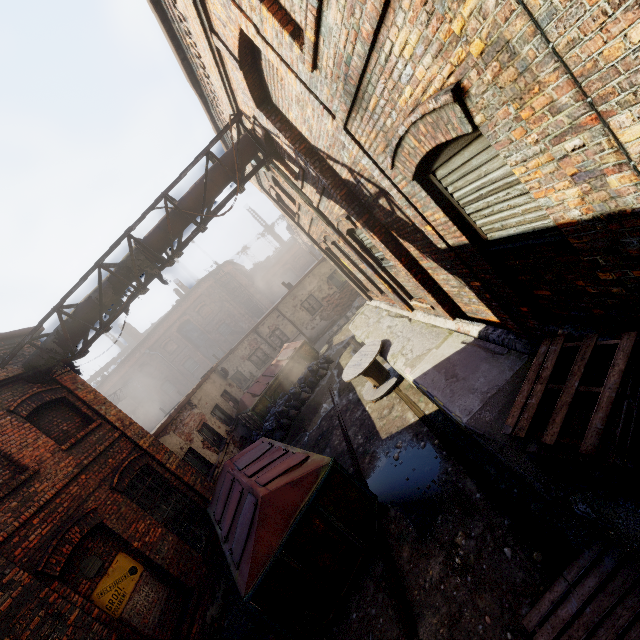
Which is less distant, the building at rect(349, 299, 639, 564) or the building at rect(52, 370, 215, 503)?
the building at rect(349, 299, 639, 564)

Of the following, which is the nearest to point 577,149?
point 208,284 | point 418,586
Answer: point 418,586

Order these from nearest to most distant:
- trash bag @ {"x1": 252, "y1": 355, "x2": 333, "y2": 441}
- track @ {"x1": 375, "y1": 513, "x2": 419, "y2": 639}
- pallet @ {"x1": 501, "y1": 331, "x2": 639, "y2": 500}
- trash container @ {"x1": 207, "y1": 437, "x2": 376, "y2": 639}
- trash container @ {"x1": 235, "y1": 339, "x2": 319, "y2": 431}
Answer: pallet @ {"x1": 501, "y1": 331, "x2": 639, "y2": 500}
track @ {"x1": 375, "y1": 513, "x2": 419, "y2": 639}
trash container @ {"x1": 207, "y1": 437, "x2": 376, "y2": 639}
trash bag @ {"x1": 252, "y1": 355, "x2": 333, "y2": 441}
trash container @ {"x1": 235, "y1": 339, "x2": 319, "y2": 431}

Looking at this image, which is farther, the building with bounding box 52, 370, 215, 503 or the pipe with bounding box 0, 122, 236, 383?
the building with bounding box 52, 370, 215, 503

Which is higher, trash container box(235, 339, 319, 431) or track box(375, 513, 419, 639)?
trash container box(235, 339, 319, 431)

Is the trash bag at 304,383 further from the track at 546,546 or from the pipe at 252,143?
the pipe at 252,143

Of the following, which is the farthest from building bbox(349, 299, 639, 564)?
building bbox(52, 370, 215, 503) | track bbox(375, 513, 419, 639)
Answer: building bbox(52, 370, 215, 503)

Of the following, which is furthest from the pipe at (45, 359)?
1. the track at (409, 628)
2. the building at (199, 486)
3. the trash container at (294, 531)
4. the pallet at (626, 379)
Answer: the pallet at (626, 379)
